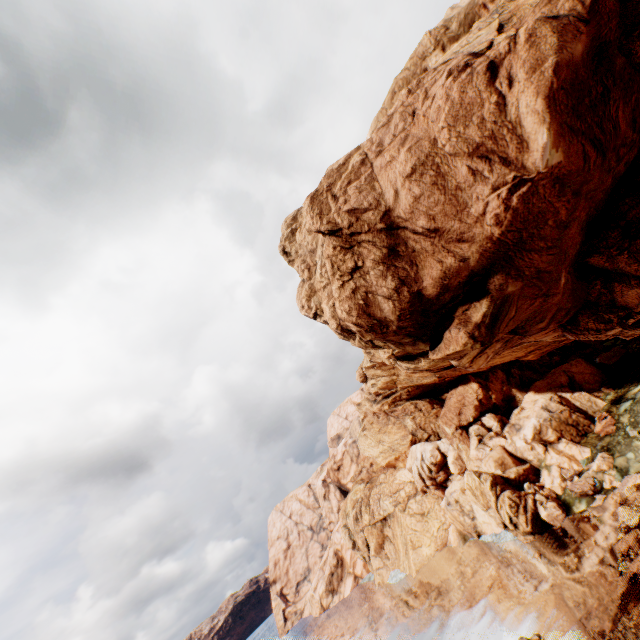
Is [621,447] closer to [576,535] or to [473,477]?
[576,535]
